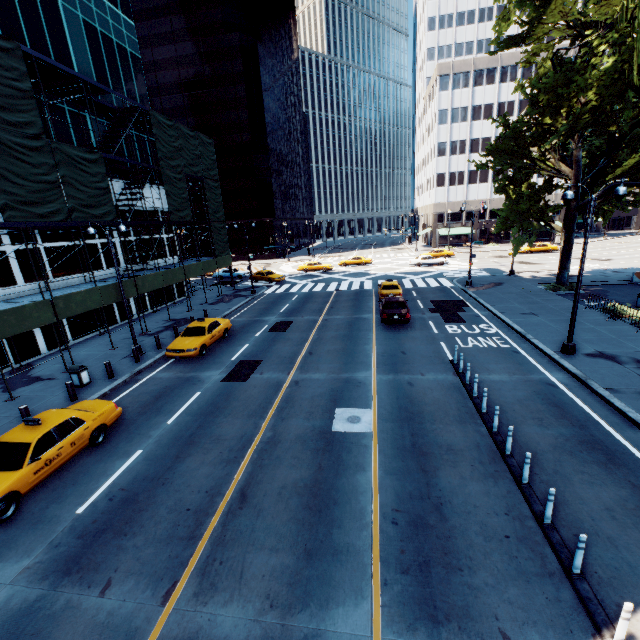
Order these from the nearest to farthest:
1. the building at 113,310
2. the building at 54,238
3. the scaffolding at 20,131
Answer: the scaffolding at 20,131 → the building at 54,238 → the building at 113,310

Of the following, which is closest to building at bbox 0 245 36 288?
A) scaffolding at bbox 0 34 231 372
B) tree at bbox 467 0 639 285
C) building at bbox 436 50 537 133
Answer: scaffolding at bbox 0 34 231 372

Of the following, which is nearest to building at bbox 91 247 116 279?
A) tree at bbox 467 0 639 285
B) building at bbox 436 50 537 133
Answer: tree at bbox 467 0 639 285

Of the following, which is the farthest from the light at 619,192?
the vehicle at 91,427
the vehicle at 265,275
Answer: the vehicle at 265,275

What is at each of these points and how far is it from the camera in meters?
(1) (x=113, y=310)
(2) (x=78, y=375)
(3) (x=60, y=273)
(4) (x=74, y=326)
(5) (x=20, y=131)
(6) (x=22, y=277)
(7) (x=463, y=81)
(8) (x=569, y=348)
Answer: (1) building, 25.1
(2) garbage can, 14.9
(3) building, 20.8
(4) building, 21.8
(5) scaffolding, 15.0
(6) building, 18.6
(7) building, 58.5
(8) light, 14.7

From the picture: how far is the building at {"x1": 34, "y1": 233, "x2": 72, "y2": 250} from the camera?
A: 19.6m

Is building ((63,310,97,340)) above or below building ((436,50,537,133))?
below

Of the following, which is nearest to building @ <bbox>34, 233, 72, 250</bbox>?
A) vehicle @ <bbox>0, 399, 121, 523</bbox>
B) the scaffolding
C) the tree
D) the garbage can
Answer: the scaffolding
